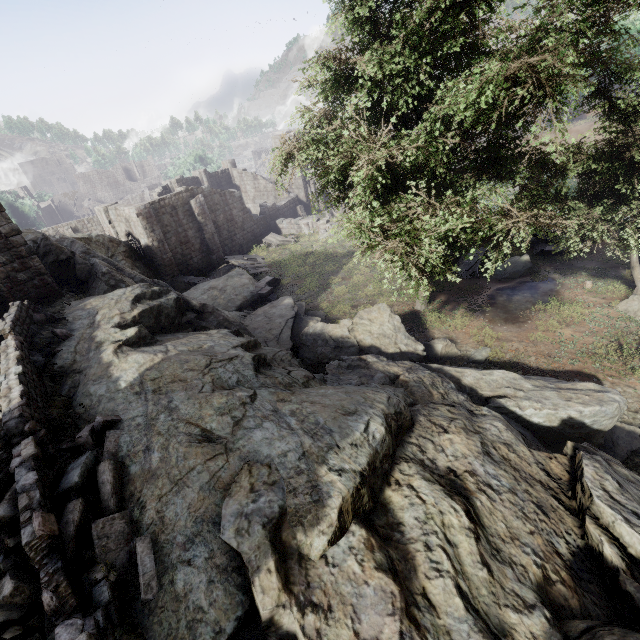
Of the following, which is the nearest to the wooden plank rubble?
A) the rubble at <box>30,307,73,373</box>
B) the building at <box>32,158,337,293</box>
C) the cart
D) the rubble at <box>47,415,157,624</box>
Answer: the building at <box>32,158,337,293</box>

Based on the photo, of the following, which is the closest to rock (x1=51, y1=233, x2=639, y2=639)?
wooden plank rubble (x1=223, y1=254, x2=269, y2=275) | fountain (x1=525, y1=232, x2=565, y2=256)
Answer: wooden plank rubble (x1=223, y1=254, x2=269, y2=275)

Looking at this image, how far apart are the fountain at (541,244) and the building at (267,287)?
14.9m

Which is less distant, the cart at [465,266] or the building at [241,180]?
the cart at [465,266]

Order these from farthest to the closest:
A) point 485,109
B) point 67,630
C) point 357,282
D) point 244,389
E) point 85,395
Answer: point 357,282, point 485,109, point 85,395, point 244,389, point 67,630

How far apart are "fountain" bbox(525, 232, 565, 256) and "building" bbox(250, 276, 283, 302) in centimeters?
1493cm

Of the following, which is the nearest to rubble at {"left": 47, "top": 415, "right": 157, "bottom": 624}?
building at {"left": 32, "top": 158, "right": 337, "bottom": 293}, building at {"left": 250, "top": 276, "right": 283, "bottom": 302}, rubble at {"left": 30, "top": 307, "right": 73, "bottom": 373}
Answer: rubble at {"left": 30, "top": 307, "right": 73, "bottom": 373}

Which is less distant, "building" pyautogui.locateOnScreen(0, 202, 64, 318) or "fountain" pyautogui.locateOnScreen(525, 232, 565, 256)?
"building" pyautogui.locateOnScreen(0, 202, 64, 318)
